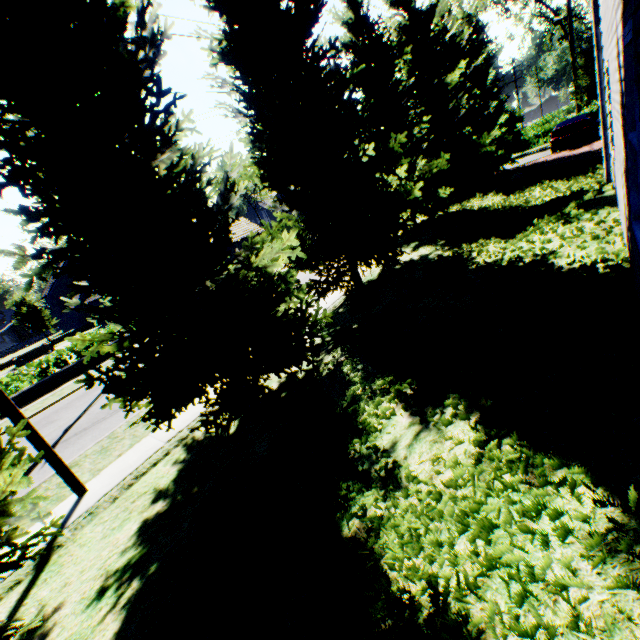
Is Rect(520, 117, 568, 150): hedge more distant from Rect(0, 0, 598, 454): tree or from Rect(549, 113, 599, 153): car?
Rect(549, 113, 599, 153): car

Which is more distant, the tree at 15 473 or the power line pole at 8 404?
the power line pole at 8 404

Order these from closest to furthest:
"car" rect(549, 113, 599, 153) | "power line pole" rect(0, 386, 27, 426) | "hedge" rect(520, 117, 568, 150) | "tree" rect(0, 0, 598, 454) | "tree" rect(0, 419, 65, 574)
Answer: "tree" rect(0, 419, 65, 574) < "tree" rect(0, 0, 598, 454) < "power line pole" rect(0, 386, 27, 426) < "car" rect(549, 113, 599, 153) < "hedge" rect(520, 117, 568, 150)

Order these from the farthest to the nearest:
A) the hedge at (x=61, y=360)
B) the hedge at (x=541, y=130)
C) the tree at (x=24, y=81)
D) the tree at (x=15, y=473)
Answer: the hedge at (x=541, y=130)
the hedge at (x=61, y=360)
the tree at (x=24, y=81)
the tree at (x=15, y=473)

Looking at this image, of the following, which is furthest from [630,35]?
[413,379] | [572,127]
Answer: [572,127]

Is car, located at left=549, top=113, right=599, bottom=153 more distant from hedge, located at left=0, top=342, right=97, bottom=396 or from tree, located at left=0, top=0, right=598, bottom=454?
hedge, located at left=0, top=342, right=97, bottom=396

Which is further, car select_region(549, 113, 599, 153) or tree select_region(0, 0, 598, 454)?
car select_region(549, 113, 599, 153)
